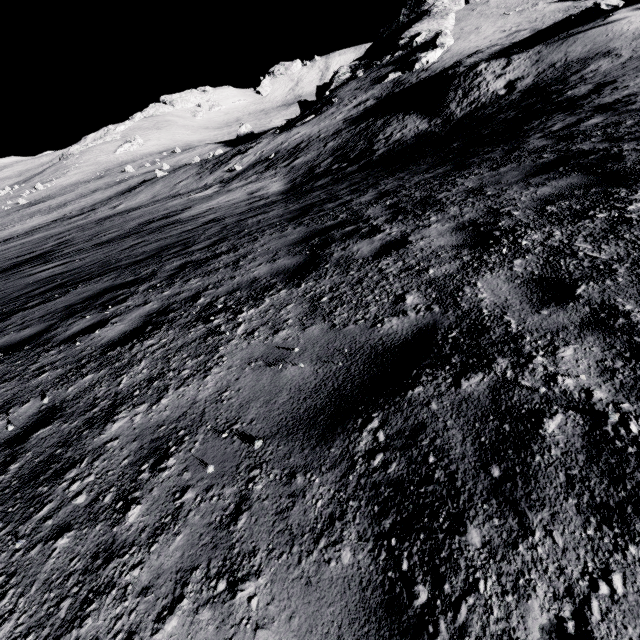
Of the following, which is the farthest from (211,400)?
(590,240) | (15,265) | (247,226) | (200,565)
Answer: (15,265)

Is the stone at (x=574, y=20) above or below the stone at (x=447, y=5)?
below

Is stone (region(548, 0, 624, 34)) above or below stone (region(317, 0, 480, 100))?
below

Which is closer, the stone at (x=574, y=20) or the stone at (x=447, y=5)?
the stone at (x=574, y=20)

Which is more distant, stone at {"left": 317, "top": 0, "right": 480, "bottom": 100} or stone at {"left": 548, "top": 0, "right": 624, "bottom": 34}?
stone at {"left": 317, "top": 0, "right": 480, "bottom": 100}
